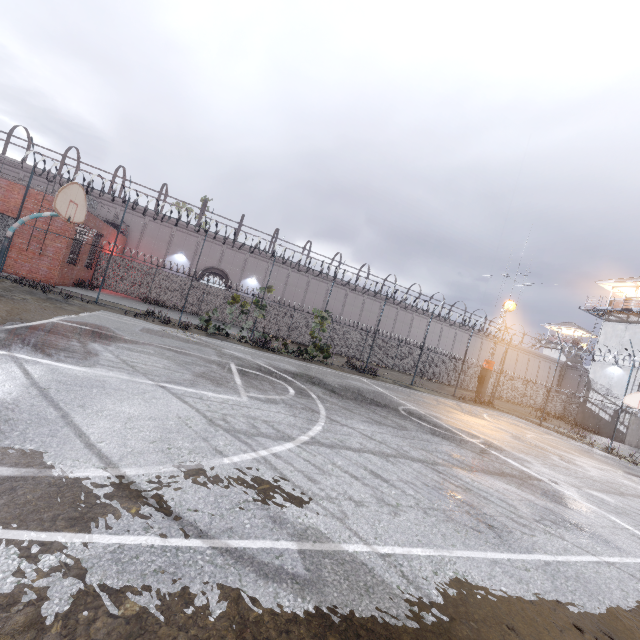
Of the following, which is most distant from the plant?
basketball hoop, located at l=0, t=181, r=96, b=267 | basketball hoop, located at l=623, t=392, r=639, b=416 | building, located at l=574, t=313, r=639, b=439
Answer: building, located at l=574, t=313, r=639, b=439

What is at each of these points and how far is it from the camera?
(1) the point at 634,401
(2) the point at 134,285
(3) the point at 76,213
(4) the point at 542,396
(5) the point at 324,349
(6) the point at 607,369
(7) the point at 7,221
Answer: (1) basketball hoop, 16.7m
(2) fence, 25.4m
(3) basketball hoop, 8.1m
(4) fence, 41.8m
(5) plant, 20.4m
(6) building, 30.4m
(7) fence, 14.4m

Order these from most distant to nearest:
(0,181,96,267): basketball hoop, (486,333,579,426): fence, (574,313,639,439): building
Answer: (574,313,639,439): building < (486,333,579,426): fence < (0,181,96,267): basketball hoop

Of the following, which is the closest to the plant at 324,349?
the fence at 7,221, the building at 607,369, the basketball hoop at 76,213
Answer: the fence at 7,221

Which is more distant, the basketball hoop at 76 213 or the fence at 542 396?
the fence at 542 396

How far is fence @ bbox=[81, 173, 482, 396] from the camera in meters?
21.7 m

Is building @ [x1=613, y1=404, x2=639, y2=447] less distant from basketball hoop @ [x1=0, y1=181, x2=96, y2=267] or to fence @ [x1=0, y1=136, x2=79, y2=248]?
fence @ [x1=0, y1=136, x2=79, y2=248]
